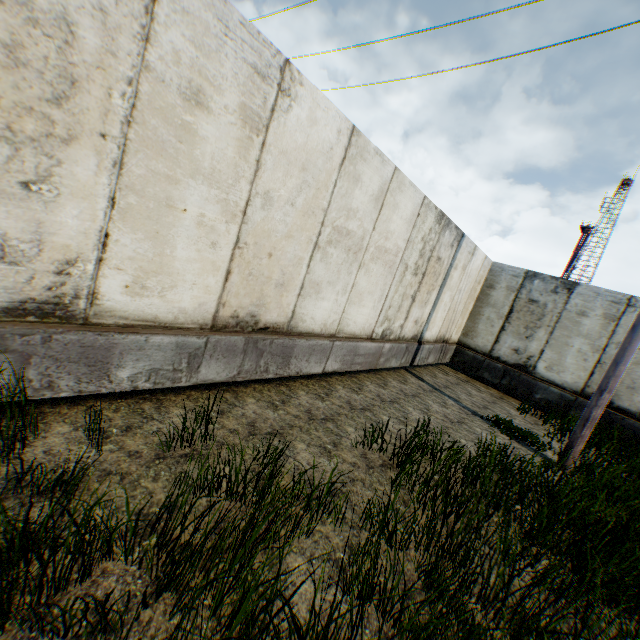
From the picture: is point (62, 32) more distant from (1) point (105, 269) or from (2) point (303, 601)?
(2) point (303, 601)
